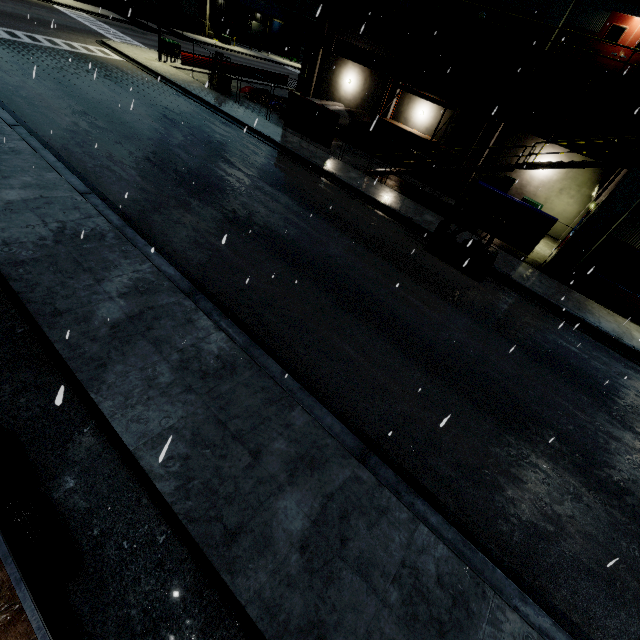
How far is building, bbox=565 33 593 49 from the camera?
17.2 meters

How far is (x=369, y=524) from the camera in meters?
4.8 m

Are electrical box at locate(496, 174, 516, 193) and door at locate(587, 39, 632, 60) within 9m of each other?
yes

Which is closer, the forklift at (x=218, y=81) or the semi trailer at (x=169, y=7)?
the forklift at (x=218, y=81)

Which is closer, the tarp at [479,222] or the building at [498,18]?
the tarp at [479,222]

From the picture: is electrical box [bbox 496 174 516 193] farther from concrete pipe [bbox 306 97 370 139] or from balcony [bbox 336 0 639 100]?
concrete pipe [bbox 306 97 370 139]

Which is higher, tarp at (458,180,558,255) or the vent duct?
the vent duct
